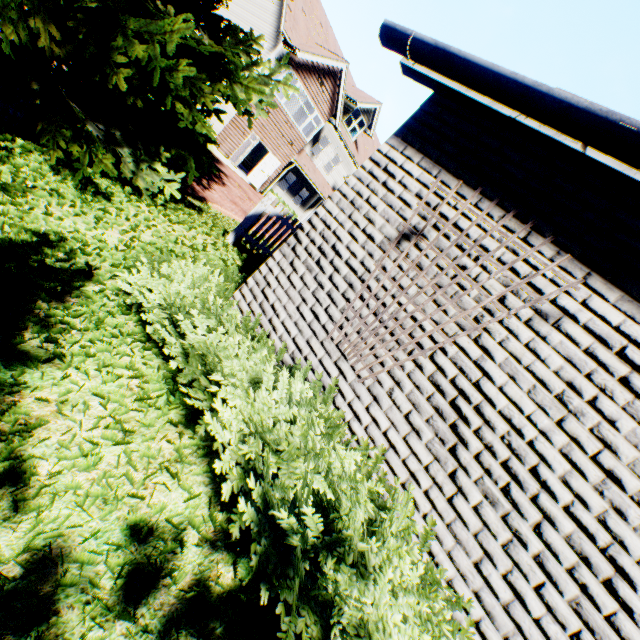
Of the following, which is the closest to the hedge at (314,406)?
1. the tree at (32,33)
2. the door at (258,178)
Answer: the tree at (32,33)

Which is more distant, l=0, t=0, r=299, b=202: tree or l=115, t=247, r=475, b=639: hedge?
l=0, t=0, r=299, b=202: tree

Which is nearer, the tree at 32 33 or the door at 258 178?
the tree at 32 33

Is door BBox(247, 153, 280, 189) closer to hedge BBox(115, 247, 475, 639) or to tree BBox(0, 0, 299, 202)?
tree BBox(0, 0, 299, 202)

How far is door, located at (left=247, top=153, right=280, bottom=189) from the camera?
20.6 meters

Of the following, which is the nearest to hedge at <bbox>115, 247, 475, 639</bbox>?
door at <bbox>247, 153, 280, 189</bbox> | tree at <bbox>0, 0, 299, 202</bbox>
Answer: tree at <bbox>0, 0, 299, 202</bbox>

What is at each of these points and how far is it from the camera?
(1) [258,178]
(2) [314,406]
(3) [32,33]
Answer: (1) door, 20.9 meters
(2) hedge, 2.2 meters
(3) tree, 4.9 meters
